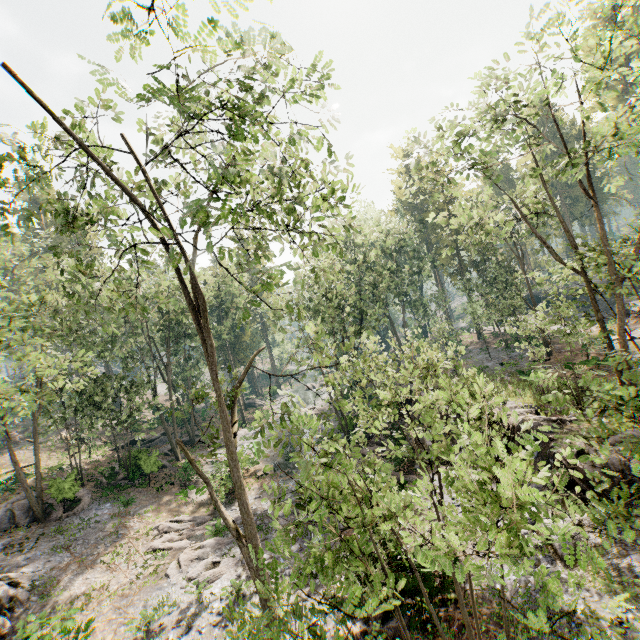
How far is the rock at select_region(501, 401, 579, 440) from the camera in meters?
15.4

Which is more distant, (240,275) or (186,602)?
(186,602)

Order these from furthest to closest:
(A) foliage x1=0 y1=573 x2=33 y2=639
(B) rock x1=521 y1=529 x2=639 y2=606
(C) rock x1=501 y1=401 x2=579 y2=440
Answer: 1. (C) rock x1=501 y1=401 x2=579 y2=440
2. (A) foliage x1=0 y1=573 x2=33 y2=639
3. (B) rock x1=521 y1=529 x2=639 y2=606

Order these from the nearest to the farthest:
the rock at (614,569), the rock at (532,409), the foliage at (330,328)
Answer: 1. the foliage at (330,328)
2. the rock at (614,569)
3. the rock at (532,409)

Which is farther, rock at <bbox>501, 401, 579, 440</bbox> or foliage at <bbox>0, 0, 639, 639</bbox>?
rock at <bbox>501, 401, 579, 440</bbox>

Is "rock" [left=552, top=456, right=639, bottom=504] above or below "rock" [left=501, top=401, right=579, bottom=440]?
below

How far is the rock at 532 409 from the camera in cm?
1545
